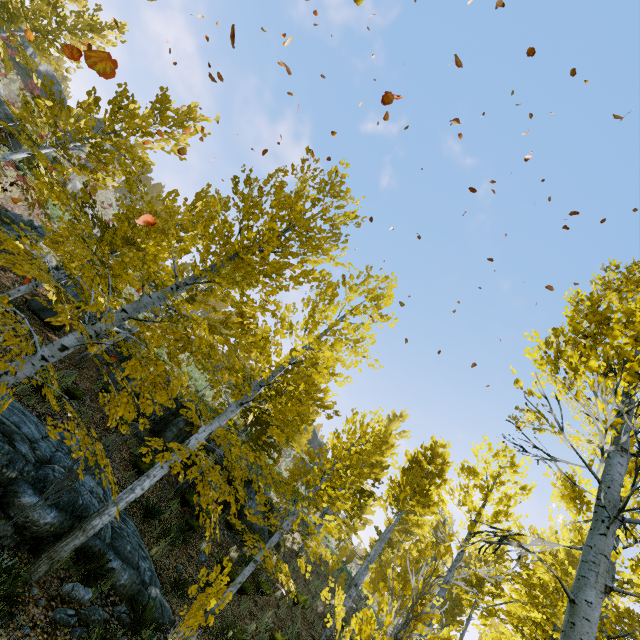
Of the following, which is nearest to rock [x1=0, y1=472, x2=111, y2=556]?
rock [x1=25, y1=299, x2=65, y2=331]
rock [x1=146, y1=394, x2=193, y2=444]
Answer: rock [x1=146, y1=394, x2=193, y2=444]

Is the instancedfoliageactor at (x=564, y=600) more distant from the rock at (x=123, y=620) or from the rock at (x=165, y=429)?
the rock at (x=165, y=429)

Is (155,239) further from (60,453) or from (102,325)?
(60,453)

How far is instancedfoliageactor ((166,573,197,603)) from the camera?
5.69m

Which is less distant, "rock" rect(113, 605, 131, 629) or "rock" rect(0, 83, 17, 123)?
"rock" rect(113, 605, 131, 629)

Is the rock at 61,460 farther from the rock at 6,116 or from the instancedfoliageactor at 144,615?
the rock at 6,116

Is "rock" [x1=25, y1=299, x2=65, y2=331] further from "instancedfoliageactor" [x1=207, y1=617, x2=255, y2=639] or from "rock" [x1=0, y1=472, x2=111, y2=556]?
"rock" [x1=0, y1=472, x2=111, y2=556]

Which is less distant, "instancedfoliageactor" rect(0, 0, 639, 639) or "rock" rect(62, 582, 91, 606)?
"instancedfoliageactor" rect(0, 0, 639, 639)
